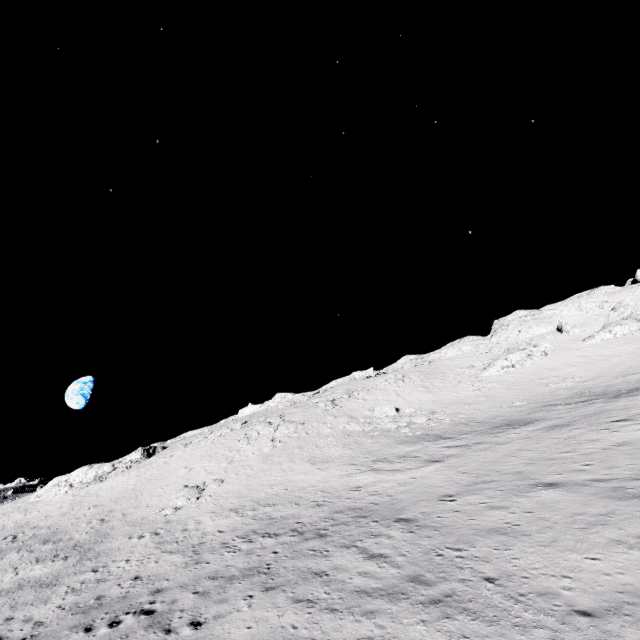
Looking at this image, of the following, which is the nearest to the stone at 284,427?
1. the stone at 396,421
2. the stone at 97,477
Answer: the stone at 396,421

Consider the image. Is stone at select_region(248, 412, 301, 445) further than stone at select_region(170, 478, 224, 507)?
Yes

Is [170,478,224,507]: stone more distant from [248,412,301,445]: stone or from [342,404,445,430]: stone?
[342,404,445,430]: stone

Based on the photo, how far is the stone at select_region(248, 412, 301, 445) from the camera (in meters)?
36.13

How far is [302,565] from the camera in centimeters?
1260cm

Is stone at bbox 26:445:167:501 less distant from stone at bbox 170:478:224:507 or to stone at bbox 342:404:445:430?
stone at bbox 170:478:224:507

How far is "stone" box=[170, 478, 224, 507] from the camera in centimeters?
2588cm

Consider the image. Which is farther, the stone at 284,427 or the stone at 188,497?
the stone at 284,427
